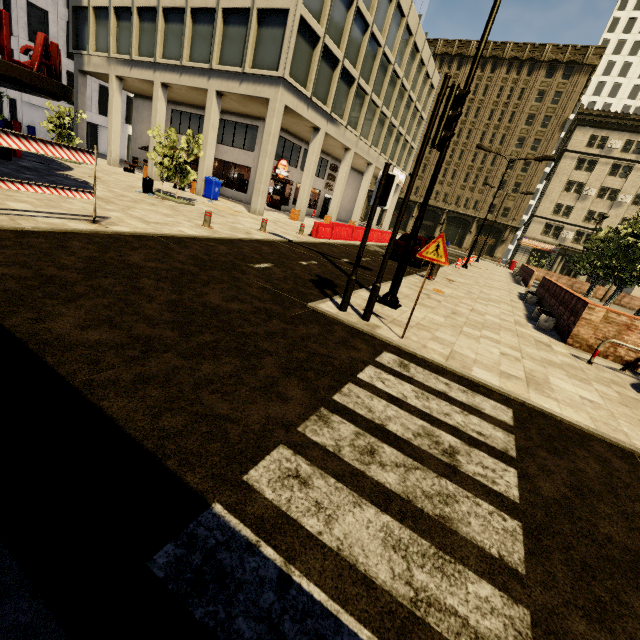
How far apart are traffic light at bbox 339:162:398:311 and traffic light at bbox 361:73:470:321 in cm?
29

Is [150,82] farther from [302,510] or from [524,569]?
[524,569]

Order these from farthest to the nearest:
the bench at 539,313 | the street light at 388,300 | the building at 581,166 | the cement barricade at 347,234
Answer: the building at 581,166, the cement barricade at 347,234, the bench at 539,313, the street light at 388,300

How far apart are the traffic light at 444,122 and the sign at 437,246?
0.56m

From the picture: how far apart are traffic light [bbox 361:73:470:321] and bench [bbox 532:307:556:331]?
6.98m

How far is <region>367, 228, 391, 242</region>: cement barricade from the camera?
22.55m

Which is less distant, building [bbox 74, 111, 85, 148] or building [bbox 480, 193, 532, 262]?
building [bbox 74, 111, 85, 148]

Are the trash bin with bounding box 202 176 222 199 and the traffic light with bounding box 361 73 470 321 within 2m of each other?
no
